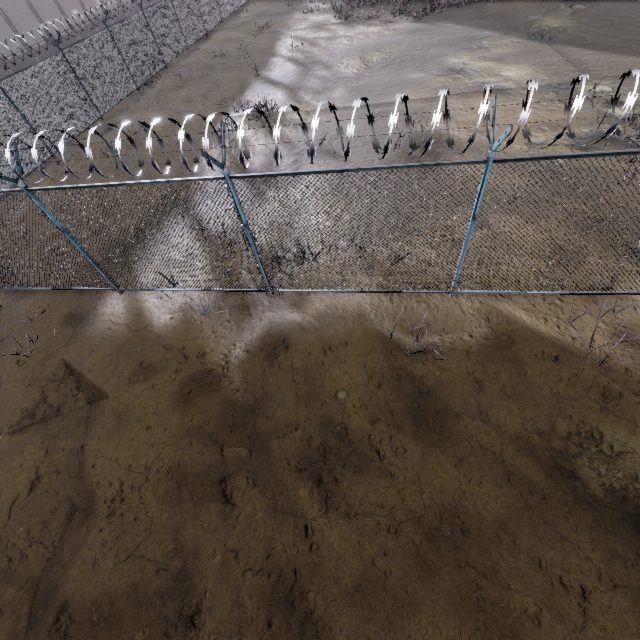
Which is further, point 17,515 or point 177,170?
point 177,170
